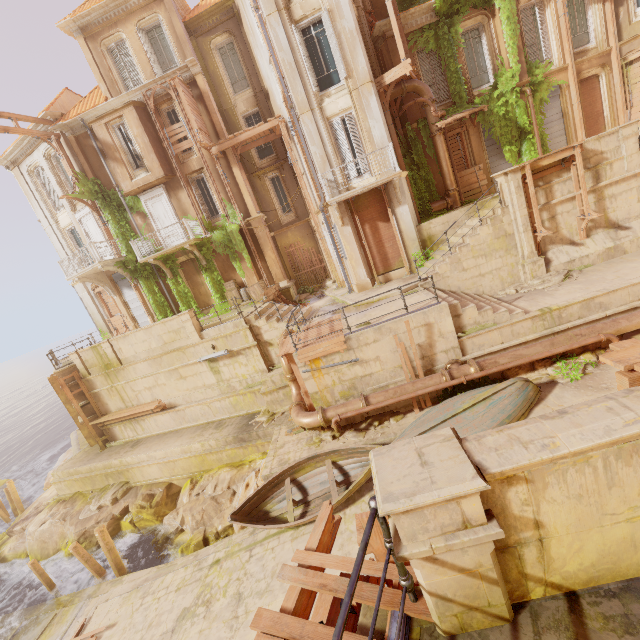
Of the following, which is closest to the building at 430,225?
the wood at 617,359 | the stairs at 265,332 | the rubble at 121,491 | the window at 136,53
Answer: the stairs at 265,332

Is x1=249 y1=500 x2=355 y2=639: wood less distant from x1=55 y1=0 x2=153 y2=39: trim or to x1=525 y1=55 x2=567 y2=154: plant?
x1=525 y1=55 x2=567 y2=154: plant

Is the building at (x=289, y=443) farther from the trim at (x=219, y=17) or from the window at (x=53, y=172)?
the trim at (x=219, y=17)

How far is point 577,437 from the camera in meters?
1.9 m

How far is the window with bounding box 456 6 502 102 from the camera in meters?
15.2 m

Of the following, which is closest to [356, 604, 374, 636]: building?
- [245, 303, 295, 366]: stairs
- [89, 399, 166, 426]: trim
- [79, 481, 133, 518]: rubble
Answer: [245, 303, 295, 366]: stairs

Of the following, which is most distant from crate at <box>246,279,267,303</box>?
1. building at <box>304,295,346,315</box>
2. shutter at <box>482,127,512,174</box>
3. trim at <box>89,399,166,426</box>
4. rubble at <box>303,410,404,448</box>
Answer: shutter at <box>482,127,512,174</box>

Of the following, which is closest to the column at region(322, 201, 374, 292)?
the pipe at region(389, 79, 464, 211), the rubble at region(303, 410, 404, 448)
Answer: the pipe at region(389, 79, 464, 211)
